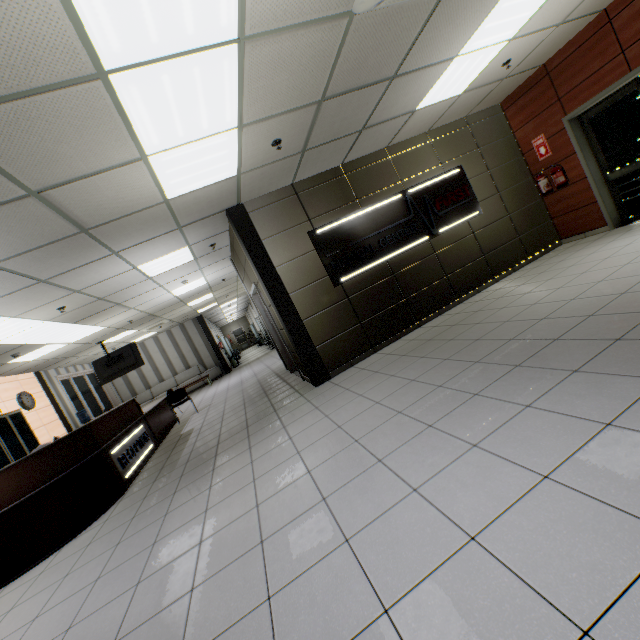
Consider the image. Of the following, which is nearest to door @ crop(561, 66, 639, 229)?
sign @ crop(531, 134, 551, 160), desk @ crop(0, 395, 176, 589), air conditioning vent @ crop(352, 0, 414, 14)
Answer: sign @ crop(531, 134, 551, 160)

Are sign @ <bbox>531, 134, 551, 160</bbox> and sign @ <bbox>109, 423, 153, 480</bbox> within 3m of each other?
no

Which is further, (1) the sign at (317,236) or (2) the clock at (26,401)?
(2) the clock at (26,401)

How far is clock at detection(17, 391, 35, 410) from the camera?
8.9 meters

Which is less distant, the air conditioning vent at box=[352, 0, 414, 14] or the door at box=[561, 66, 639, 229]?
the air conditioning vent at box=[352, 0, 414, 14]

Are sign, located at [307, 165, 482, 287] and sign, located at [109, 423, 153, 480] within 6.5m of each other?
yes

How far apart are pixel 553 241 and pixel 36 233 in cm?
885

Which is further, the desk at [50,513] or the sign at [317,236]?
the sign at [317,236]
